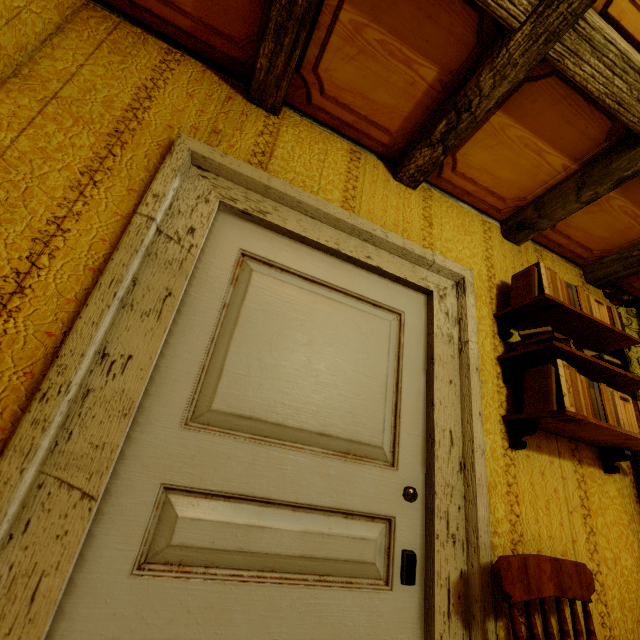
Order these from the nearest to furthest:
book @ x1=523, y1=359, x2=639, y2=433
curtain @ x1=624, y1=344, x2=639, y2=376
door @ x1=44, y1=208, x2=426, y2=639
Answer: door @ x1=44, y1=208, x2=426, y2=639
book @ x1=523, y1=359, x2=639, y2=433
curtain @ x1=624, y1=344, x2=639, y2=376

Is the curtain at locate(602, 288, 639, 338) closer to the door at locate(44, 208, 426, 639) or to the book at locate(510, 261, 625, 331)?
the book at locate(510, 261, 625, 331)

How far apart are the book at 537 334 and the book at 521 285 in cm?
16

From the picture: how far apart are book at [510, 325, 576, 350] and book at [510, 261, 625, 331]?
0.16m

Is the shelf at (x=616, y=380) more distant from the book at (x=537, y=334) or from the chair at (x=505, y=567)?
the chair at (x=505, y=567)

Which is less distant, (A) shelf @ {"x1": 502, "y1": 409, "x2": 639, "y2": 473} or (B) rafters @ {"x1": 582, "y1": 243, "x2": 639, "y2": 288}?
(A) shelf @ {"x1": 502, "y1": 409, "x2": 639, "y2": 473}

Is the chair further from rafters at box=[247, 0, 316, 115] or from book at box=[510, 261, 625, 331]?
rafters at box=[247, 0, 316, 115]

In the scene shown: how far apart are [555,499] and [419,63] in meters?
2.1
